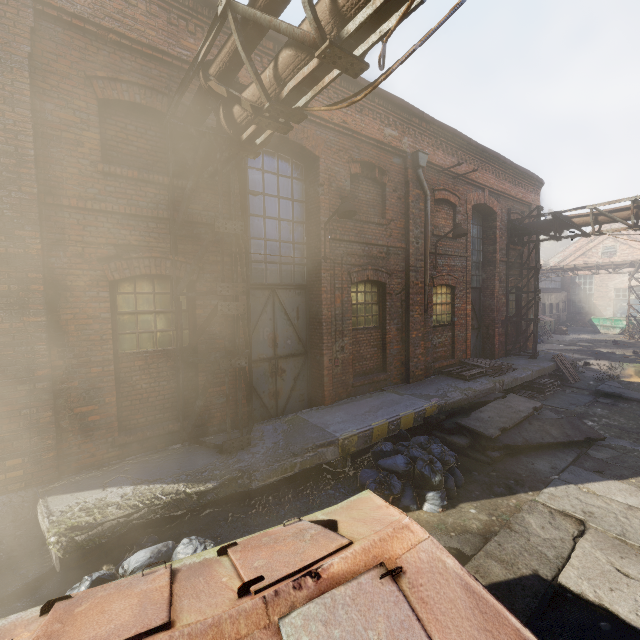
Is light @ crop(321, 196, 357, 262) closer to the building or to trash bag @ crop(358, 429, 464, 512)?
the building

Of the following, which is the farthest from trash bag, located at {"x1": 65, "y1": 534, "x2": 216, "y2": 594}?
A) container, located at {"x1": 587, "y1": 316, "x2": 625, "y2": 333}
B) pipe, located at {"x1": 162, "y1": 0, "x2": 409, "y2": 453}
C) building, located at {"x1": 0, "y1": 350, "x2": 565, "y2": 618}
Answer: container, located at {"x1": 587, "y1": 316, "x2": 625, "y2": 333}

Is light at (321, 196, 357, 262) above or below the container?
above

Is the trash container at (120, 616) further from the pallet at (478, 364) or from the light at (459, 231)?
the light at (459, 231)

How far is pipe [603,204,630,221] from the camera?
10.3 meters

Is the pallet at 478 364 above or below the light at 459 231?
below

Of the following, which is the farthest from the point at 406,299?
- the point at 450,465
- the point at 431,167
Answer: the point at 450,465

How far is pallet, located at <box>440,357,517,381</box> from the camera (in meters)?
9.77
